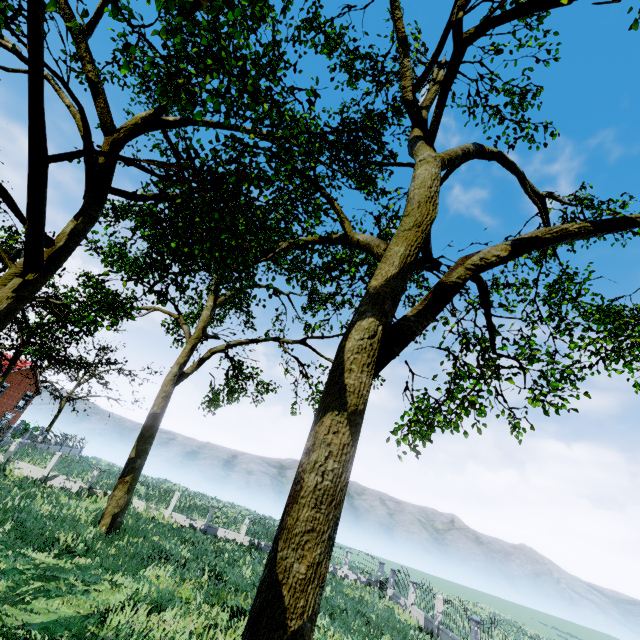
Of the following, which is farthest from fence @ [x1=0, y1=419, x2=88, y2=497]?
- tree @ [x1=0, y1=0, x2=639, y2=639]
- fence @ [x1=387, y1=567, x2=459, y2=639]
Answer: fence @ [x1=387, y1=567, x2=459, y2=639]

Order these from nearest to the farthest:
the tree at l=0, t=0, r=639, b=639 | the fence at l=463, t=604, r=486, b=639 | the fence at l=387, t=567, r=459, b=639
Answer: the tree at l=0, t=0, r=639, b=639, the fence at l=463, t=604, r=486, b=639, the fence at l=387, t=567, r=459, b=639

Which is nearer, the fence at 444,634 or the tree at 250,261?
the tree at 250,261

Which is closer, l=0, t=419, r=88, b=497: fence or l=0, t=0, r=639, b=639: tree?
l=0, t=0, r=639, b=639: tree

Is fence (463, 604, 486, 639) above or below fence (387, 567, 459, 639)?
above

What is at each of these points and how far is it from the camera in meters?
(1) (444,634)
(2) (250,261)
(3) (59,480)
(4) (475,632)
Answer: (1) fence, 18.9 m
(2) tree, 9.9 m
(3) fence, 24.8 m
(4) fence, 16.9 m

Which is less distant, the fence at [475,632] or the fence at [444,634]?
the fence at [475,632]
